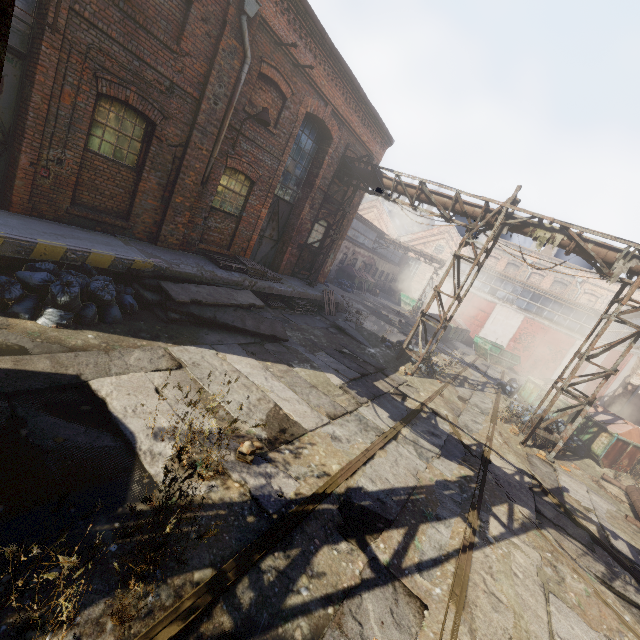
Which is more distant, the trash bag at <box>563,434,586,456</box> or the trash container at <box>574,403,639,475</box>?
the trash bag at <box>563,434,586,456</box>

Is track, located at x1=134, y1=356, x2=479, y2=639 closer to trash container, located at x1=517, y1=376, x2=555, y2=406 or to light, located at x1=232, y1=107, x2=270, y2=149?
trash container, located at x1=517, y1=376, x2=555, y2=406

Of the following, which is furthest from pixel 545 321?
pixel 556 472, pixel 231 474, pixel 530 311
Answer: pixel 231 474

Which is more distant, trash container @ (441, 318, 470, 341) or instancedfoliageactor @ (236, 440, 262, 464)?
trash container @ (441, 318, 470, 341)

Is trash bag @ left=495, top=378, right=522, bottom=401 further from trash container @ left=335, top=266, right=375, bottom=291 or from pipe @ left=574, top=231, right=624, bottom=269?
trash container @ left=335, top=266, right=375, bottom=291

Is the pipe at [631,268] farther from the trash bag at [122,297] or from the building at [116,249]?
the trash bag at [122,297]

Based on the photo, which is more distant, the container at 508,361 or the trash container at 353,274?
the trash container at 353,274

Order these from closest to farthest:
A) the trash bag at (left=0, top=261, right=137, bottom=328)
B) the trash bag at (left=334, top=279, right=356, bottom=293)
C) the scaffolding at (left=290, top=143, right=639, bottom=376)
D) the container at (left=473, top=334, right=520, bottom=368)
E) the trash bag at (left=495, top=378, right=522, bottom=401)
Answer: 1. the trash bag at (left=0, top=261, right=137, bottom=328)
2. the scaffolding at (left=290, top=143, right=639, bottom=376)
3. the trash bag at (left=495, top=378, right=522, bottom=401)
4. the container at (left=473, top=334, right=520, bottom=368)
5. the trash bag at (left=334, top=279, right=356, bottom=293)
